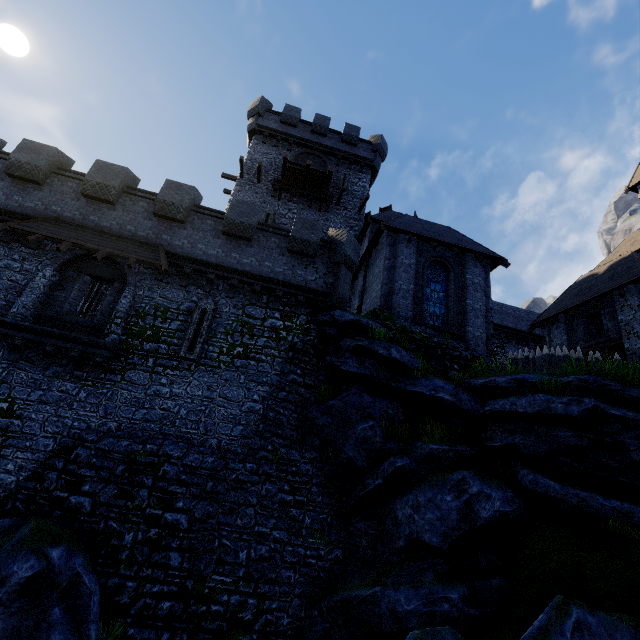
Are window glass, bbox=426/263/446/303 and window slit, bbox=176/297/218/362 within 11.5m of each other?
yes

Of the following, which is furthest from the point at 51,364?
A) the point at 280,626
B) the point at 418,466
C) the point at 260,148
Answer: the point at 260,148

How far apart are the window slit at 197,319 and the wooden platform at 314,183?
12.3 meters

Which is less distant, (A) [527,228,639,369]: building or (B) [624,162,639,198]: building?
(A) [527,228,639,369]: building

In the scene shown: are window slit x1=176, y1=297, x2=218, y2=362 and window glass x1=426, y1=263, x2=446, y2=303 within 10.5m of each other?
yes

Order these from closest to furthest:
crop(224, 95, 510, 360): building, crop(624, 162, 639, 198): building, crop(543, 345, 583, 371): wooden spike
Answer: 1. crop(543, 345, 583, 371): wooden spike
2. crop(224, 95, 510, 360): building
3. crop(624, 162, 639, 198): building

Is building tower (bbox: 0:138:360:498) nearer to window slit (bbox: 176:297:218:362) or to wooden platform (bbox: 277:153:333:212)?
window slit (bbox: 176:297:218:362)

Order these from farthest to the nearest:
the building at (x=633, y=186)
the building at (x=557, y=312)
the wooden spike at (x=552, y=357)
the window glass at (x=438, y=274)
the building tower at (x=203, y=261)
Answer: the building at (x=633, y=186), the window glass at (x=438, y=274), the building at (x=557, y=312), the wooden spike at (x=552, y=357), the building tower at (x=203, y=261)
